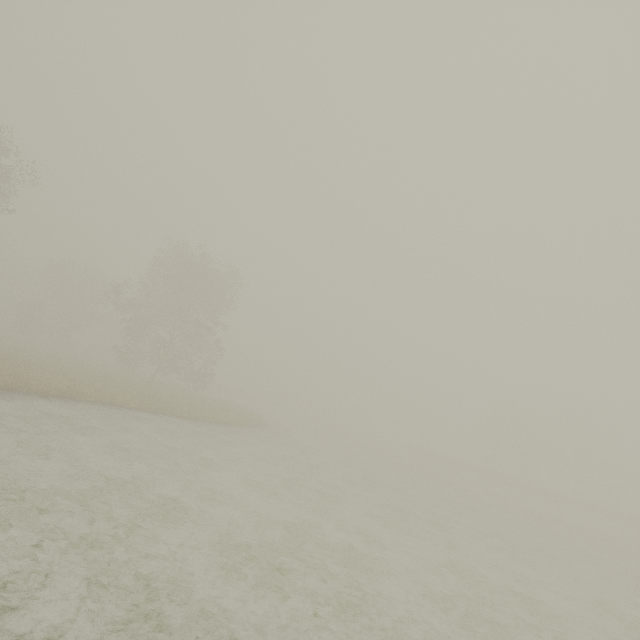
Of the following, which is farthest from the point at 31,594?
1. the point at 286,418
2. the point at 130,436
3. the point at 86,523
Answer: the point at 286,418
